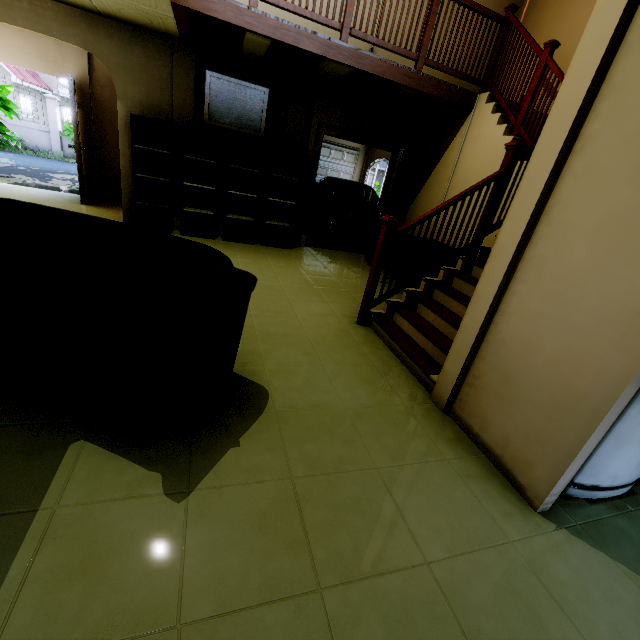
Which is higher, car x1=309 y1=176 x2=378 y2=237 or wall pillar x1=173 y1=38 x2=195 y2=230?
wall pillar x1=173 y1=38 x2=195 y2=230

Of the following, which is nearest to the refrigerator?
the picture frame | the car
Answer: the picture frame

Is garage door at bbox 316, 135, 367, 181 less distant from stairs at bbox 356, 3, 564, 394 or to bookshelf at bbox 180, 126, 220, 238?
bookshelf at bbox 180, 126, 220, 238

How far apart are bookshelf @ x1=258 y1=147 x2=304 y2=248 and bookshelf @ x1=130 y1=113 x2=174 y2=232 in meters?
1.5

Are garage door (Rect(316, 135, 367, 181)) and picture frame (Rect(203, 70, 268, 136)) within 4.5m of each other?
no

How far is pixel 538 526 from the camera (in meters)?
1.69

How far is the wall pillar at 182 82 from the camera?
4.8m

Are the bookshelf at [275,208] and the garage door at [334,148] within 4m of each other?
no
